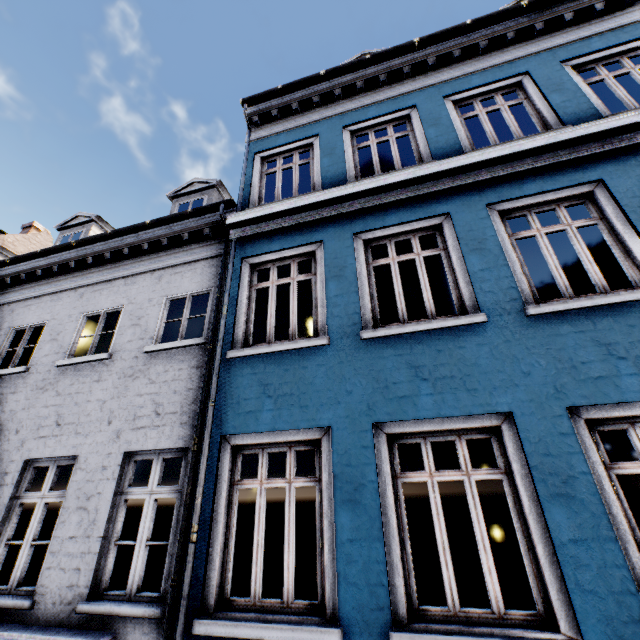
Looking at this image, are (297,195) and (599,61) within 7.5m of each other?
yes
